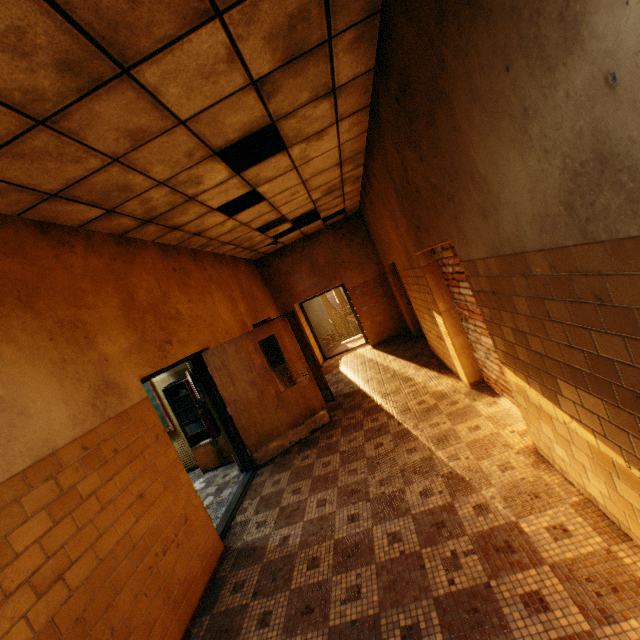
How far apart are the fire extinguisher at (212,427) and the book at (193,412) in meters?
0.5 m

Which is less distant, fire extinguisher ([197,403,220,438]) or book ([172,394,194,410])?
fire extinguisher ([197,403,220,438])

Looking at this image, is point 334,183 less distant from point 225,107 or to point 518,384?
point 225,107

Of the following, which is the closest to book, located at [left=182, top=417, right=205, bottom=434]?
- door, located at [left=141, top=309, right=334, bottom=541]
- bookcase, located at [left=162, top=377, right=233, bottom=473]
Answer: bookcase, located at [left=162, top=377, right=233, bottom=473]

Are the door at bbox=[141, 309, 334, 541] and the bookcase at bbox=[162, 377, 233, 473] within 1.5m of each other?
yes

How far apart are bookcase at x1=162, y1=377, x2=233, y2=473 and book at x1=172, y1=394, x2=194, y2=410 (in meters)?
0.01

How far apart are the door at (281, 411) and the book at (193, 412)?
0.63m

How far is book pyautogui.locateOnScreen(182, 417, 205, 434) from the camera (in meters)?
6.04
